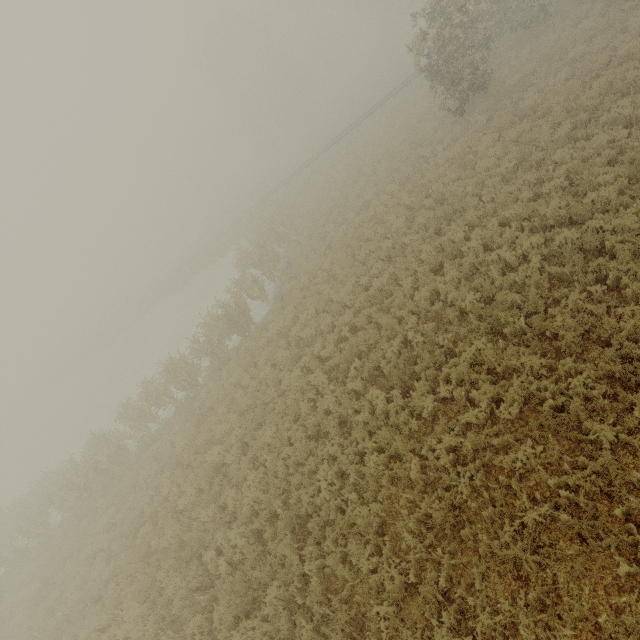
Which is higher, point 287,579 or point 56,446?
point 287,579
